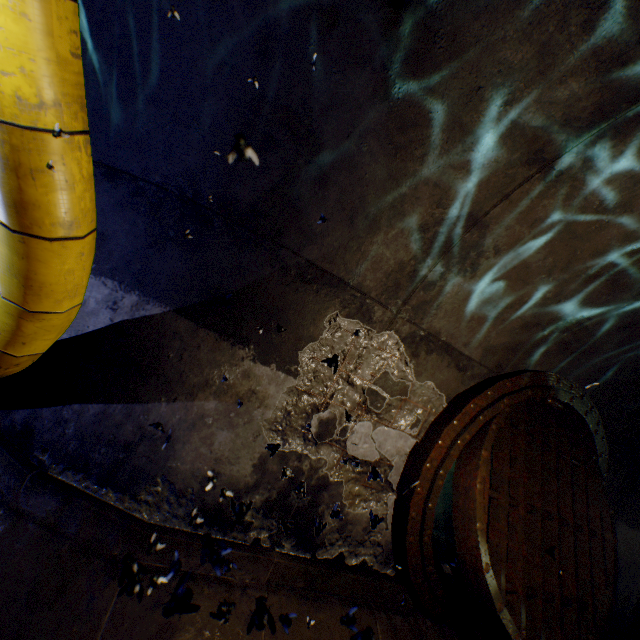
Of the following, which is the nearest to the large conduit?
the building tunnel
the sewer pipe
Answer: the building tunnel

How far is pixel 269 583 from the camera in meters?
2.9

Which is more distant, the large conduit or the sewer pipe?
the sewer pipe

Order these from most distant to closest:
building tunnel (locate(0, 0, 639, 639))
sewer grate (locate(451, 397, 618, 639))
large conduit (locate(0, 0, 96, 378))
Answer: sewer grate (locate(451, 397, 618, 639)), building tunnel (locate(0, 0, 639, 639)), large conduit (locate(0, 0, 96, 378))

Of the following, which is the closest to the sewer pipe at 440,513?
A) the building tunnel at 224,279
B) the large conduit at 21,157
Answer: the building tunnel at 224,279

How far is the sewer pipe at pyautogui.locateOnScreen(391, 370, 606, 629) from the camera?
3.21m

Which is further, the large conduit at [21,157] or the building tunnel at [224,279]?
the building tunnel at [224,279]
